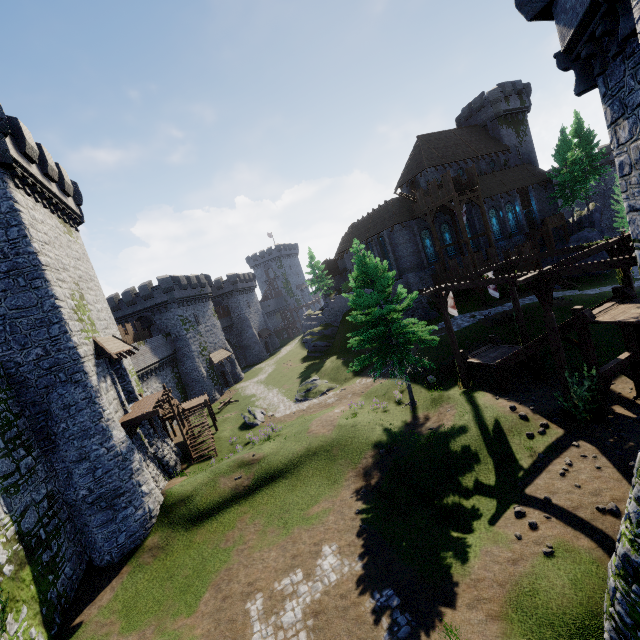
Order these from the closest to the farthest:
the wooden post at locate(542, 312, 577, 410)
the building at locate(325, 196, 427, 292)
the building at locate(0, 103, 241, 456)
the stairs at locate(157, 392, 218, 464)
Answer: the wooden post at locate(542, 312, 577, 410) < the building at locate(0, 103, 241, 456) < the stairs at locate(157, 392, 218, 464) < the building at locate(325, 196, 427, 292)

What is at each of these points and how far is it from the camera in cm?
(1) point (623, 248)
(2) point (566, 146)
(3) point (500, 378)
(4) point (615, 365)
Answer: (1) wooden support, 1523
(2) tree, 4056
(3) wooden support, 1866
(4) wooden support, 1448

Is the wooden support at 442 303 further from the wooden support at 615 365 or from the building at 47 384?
the building at 47 384

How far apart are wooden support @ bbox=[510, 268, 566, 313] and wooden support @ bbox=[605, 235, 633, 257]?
3.4m

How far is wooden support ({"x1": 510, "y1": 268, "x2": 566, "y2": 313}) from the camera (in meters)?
12.83

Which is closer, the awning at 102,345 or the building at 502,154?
the awning at 102,345

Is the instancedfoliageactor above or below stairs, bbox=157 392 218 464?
above

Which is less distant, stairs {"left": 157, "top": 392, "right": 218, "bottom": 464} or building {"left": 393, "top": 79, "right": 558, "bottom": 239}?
stairs {"left": 157, "top": 392, "right": 218, "bottom": 464}
